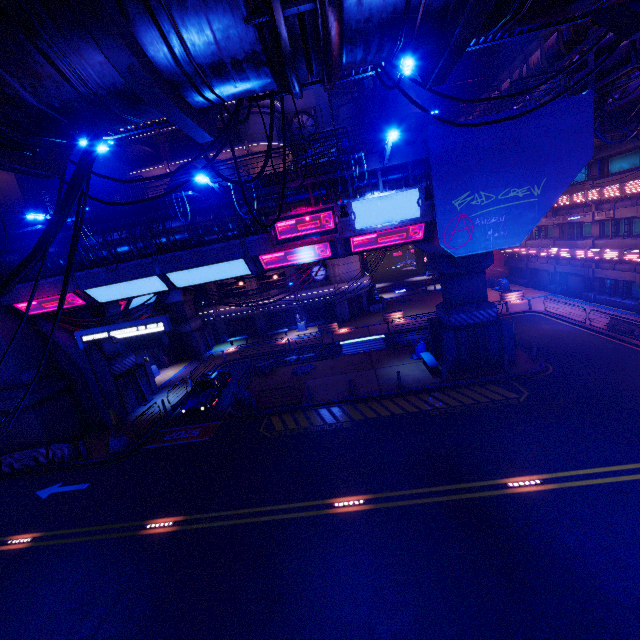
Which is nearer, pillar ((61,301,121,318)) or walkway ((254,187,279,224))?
walkway ((254,187,279,224))

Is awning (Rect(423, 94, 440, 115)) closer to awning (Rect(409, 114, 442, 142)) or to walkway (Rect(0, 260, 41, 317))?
awning (Rect(409, 114, 442, 142))

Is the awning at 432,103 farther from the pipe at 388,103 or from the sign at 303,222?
the sign at 303,222

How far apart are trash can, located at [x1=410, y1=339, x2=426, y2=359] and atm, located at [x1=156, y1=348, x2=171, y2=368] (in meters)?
24.83

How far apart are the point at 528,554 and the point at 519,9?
11.85m

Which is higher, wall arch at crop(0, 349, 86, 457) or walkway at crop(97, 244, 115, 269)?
walkway at crop(97, 244, 115, 269)

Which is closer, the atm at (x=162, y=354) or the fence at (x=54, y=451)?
the fence at (x=54, y=451)

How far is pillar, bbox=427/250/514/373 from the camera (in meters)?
19.16
